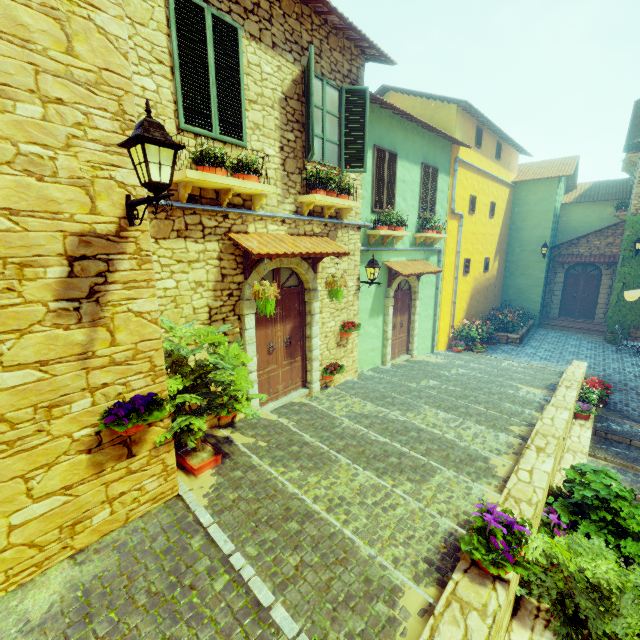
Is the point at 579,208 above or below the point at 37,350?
above

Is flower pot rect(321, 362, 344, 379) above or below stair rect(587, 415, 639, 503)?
above

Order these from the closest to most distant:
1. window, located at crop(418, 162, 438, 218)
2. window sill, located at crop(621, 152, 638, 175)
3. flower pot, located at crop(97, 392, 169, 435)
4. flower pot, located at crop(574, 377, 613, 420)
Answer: flower pot, located at crop(97, 392, 169, 435) → flower pot, located at crop(574, 377, 613, 420) → window, located at crop(418, 162, 438, 218) → window sill, located at crop(621, 152, 638, 175)

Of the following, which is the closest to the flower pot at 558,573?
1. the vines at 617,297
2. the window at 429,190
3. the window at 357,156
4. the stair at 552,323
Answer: the window at 357,156

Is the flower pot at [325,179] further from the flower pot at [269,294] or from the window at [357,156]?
the flower pot at [269,294]

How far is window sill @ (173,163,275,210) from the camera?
4.2m

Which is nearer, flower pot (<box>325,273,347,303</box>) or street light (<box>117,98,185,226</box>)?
street light (<box>117,98,185,226</box>)

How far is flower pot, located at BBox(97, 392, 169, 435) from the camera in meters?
3.1 m
